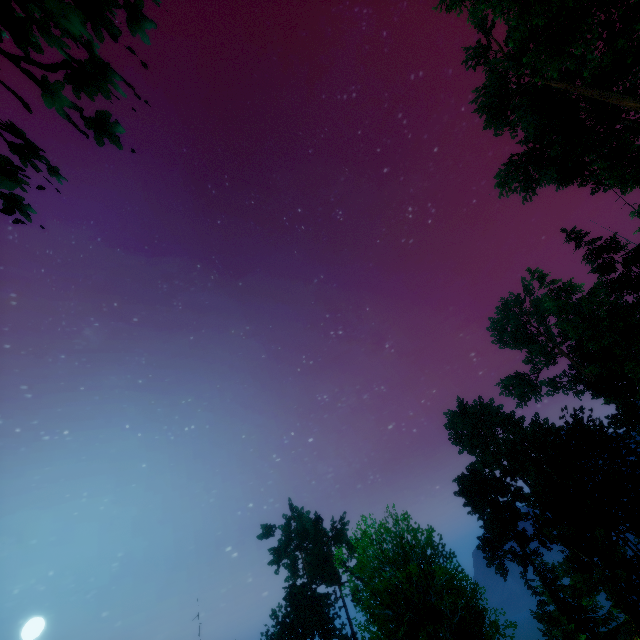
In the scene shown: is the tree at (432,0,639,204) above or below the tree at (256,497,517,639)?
above

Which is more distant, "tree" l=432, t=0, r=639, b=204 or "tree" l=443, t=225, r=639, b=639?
"tree" l=443, t=225, r=639, b=639

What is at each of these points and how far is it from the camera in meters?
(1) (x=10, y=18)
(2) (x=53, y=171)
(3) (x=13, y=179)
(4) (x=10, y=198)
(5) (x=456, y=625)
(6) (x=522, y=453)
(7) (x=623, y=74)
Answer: (1) tree, 2.7
(2) tree, 4.0
(3) tree, 3.4
(4) tree, 3.3
(5) tree, 10.8
(6) tree, 29.7
(7) tree, 19.7

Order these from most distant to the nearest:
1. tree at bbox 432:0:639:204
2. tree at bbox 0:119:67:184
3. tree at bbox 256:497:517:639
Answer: tree at bbox 432:0:639:204, tree at bbox 256:497:517:639, tree at bbox 0:119:67:184

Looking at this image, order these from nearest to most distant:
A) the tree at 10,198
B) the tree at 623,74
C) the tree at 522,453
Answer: the tree at 10,198 → the tree at 623,74 → the tree at 522,453

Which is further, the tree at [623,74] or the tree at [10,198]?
A: the tree at [623,74]
